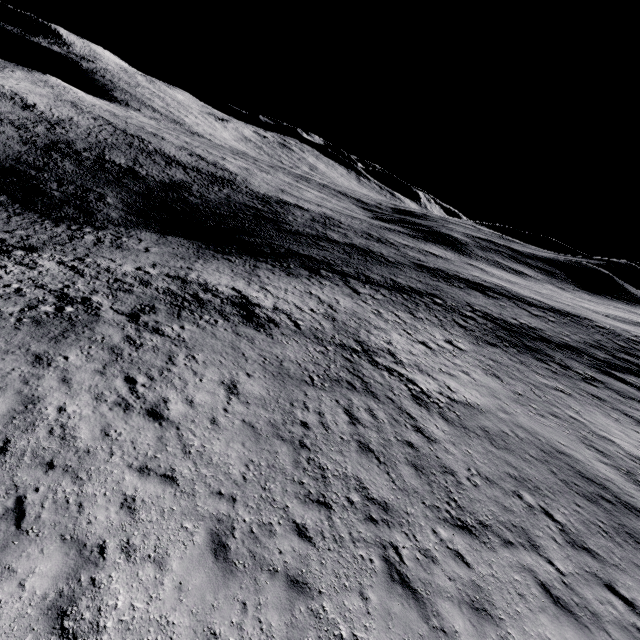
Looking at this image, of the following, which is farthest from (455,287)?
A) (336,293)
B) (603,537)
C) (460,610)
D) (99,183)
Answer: (99,183)
